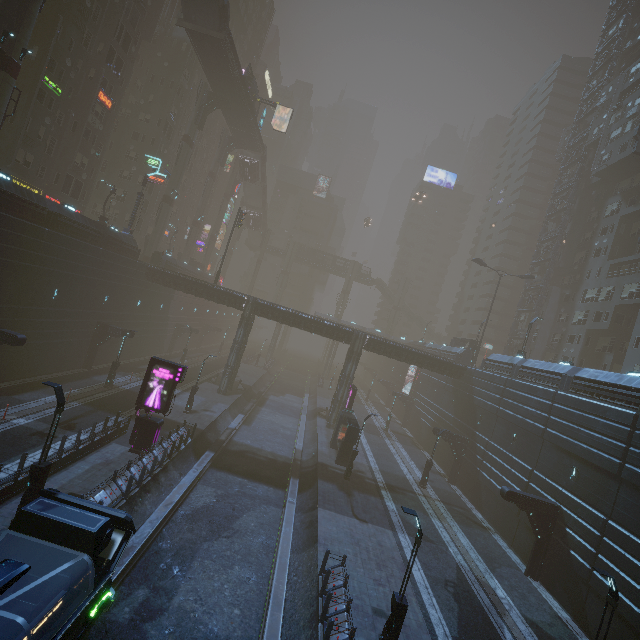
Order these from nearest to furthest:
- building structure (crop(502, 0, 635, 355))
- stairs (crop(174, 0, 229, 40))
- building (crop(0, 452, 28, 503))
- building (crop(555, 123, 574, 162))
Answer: building (crop(0, 452, 28, 503))
stairs (crop(174, 0, 229, 40))
building structure (crop(502, 0, 635, 355))
building (crop(555, 123, 574, 162))

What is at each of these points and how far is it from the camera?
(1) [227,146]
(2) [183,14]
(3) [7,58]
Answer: (1) building structure, 56.09m
(2) stairs, 34.44m
(3) sm, 21.66m

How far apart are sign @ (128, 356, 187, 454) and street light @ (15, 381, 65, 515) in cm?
678

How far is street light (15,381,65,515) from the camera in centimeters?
1266cm

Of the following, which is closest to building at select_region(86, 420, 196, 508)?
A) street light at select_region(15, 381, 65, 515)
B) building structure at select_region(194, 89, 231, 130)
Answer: street light at select_region(15, 381, 65, 515)

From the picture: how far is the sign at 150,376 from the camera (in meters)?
20.17

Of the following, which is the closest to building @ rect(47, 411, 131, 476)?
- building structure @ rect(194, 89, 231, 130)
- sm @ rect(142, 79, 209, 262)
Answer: sm @ rect(142, 79, 209, 262)

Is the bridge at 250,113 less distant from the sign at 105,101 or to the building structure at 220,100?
the building structure at 220,100
